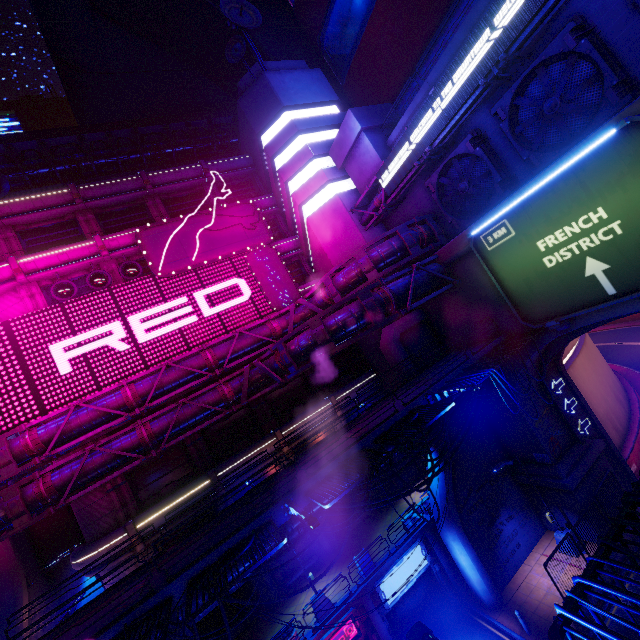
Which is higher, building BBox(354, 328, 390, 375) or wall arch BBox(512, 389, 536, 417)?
building BBox(354, 328, 390, 375)

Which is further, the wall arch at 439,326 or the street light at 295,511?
the wall arch at 439,326

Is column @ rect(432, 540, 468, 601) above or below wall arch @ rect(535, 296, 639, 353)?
below

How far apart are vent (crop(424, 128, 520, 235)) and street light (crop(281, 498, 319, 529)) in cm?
1754

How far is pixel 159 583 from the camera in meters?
10.5 m

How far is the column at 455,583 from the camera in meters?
19.1 m

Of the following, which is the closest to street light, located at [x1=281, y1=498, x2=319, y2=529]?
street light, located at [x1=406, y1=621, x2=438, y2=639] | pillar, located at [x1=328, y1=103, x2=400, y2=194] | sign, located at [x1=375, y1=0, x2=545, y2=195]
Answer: street light, located at [x1=406, y1=621, x2=438, y2=639]

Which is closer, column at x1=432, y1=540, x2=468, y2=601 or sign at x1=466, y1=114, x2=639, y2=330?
sign at x1=466, y1=114, x2=639, y2=330
